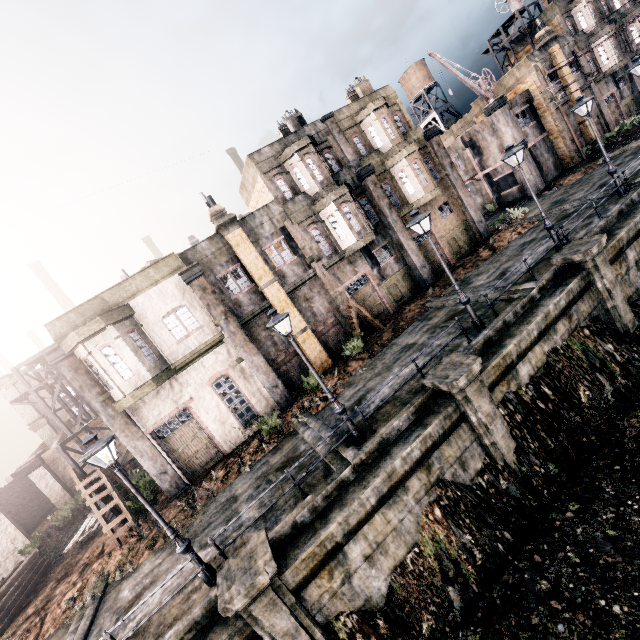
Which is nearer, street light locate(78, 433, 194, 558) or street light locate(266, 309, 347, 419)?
street light locate(78, 433, 194, 558)

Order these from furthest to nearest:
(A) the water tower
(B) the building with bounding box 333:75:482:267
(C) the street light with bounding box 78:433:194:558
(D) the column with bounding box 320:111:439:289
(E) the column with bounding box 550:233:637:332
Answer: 1. (A) the water tower
2. (B) the building with bounding box 333:75:482:267
3. (D) the column with bounding box 320:111:439:289
4. (E) the column with bounding box 550:233:637:332
5. (C) the street light with bounding box 78:433:194:558

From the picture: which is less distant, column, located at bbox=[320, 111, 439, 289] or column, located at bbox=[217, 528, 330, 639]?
column, located at bbox=[217, 528, 330, 639]

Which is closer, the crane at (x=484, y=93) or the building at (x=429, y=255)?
the building at (x=429, y=255)

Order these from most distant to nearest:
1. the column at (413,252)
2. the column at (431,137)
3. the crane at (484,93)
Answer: the crane at (484,93), the column at (431,137), the column at (413,252)

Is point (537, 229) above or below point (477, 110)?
below

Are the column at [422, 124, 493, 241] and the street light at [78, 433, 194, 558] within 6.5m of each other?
no

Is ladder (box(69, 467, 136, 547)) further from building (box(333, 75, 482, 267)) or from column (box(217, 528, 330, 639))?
building (box(333, 75, 482, 267))
